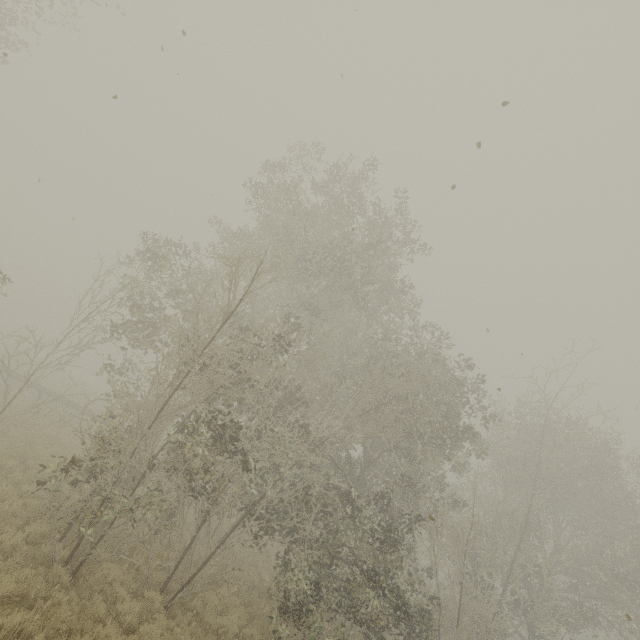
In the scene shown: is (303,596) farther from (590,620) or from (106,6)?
(106,6)
